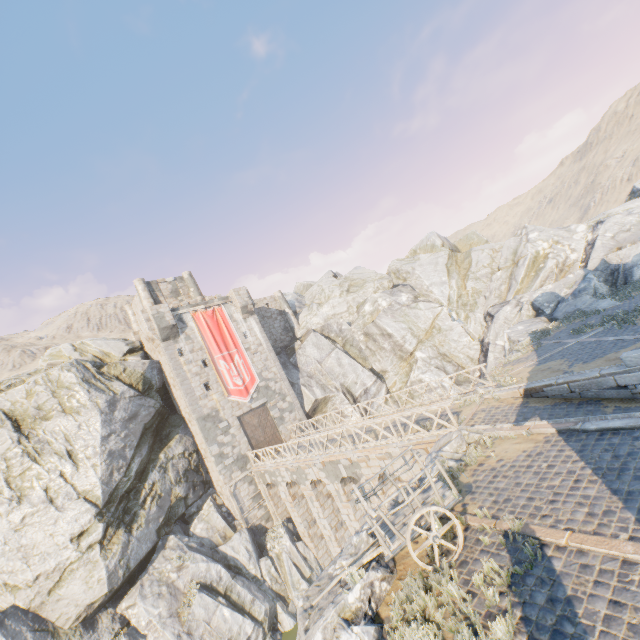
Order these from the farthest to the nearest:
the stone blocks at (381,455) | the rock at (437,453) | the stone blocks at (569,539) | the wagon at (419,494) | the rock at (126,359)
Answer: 1. the rock at (126,359)
2. the stone blocks at (381,455)
3. the rock at (437,453)
4. the wagon at (419,494)
5. the stone blocks at (569,539)

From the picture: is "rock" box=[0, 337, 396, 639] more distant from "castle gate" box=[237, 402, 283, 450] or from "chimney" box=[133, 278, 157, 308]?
"castle gate" box=[237, 402, 283, 450]

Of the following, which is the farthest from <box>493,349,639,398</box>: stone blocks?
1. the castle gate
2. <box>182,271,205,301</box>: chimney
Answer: <box>182,271,205,301</box>: chimney

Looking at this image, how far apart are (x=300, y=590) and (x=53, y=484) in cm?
1613

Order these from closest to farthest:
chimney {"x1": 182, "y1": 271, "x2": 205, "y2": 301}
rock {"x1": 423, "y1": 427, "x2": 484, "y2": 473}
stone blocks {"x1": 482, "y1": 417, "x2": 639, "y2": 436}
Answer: stone blocks {"x1": 482, "y1": 417, "x2": 639, "y2": 436} < rock {"x1": 423, "y1": 427, "x2": 484, "y2": 473} < chimney {"x1": 182, "y1": 271, "x2": 205, "y2": 301}

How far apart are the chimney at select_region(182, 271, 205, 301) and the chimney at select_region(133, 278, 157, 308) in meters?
3.2 m

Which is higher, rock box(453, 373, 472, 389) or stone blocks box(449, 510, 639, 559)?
stone blocks box(449, 510, 639, 559)

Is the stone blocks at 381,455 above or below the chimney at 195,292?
below
